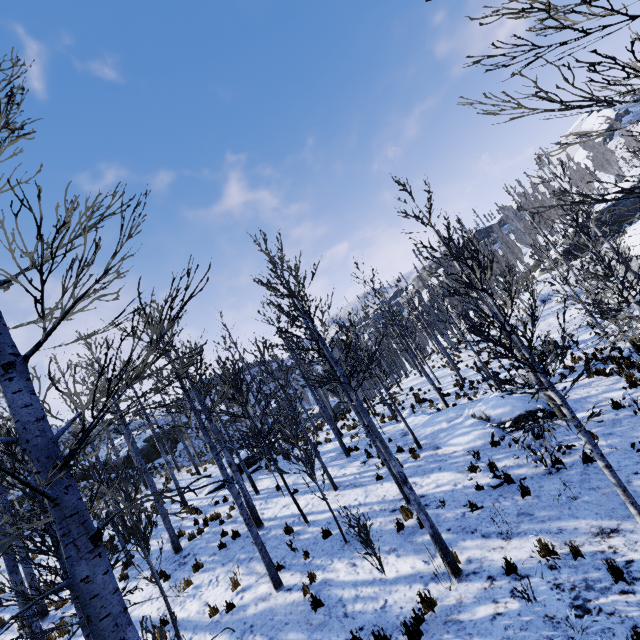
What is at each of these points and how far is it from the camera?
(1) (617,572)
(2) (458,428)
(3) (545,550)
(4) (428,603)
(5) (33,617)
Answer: (1) instancedfoliageactor, 5.0m
(2) rock, 12.9m
(3) instancedfoliageactor, 5.9m
(4) instancedfoliageactor, 5.9m
(5) instancedfoliageactor, 5.2m

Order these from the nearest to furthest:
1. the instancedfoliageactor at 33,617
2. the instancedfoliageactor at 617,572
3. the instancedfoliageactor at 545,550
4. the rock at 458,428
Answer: the instancedfoliageactor at 33,617 < the instancedfoliageactor at 617,572 < the instancedfoliageactor at 545,550 < the rock at 458,428

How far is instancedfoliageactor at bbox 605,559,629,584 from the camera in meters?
4.9

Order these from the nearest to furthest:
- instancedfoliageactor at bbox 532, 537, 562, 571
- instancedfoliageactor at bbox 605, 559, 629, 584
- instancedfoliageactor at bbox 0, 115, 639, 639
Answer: instancedfoliageactor at bbox 0, 115, 639, 639
instancedfoliageactor at bbox 605, 559, 629, 584
instancedfoliageactor at bbox 532, 537, 562, 571

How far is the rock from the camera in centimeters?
1151cm

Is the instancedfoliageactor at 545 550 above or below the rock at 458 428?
below

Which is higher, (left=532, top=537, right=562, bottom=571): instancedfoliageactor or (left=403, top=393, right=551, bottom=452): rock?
(left=403, top=393, right=551, bottom=452): rock

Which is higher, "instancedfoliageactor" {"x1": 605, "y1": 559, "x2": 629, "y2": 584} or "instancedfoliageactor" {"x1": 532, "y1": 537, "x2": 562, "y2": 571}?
"instancedfoliageactor" {"x1": 532, "y1": 537, "x2": 562, "y2": 571}
